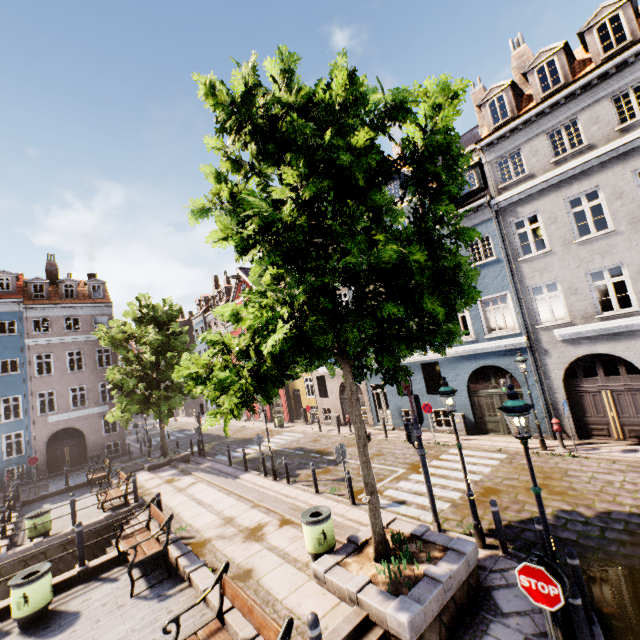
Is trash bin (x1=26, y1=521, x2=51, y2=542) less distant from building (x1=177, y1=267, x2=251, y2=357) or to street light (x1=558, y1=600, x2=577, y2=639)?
street light (x1=558, y1=600, x2=577, y2=639)

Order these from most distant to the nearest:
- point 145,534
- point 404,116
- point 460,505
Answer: point 460,505
point 145,534
point 404,116

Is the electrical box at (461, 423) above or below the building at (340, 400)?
below

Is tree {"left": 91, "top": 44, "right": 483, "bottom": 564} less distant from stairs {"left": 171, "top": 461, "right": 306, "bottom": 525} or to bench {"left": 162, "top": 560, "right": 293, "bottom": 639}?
stairs {"left": 171, "top": 461, "right": 306, "bottom": 525}

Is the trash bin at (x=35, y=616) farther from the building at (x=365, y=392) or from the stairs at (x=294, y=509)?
the building at (x=365, y=392)

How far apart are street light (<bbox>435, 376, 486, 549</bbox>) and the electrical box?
8.9 meters

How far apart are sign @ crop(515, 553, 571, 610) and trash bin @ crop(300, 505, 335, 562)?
4.06m

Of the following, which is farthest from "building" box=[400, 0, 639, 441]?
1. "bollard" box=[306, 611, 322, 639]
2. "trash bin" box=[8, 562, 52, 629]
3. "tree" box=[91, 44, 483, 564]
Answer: "trash bin" box=[8, 562, 52, 629]
